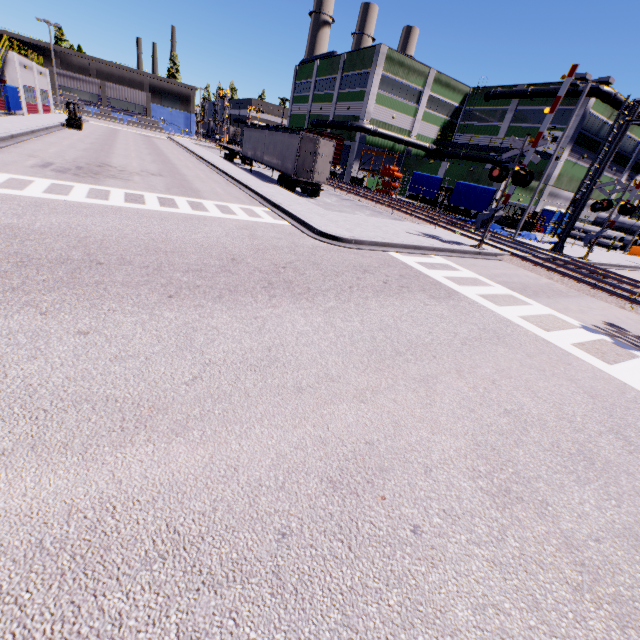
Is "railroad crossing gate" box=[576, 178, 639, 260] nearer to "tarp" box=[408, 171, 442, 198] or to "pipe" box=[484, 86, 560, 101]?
"pipe" box=[484, 86, 560, 101]

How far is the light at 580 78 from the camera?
18.9m

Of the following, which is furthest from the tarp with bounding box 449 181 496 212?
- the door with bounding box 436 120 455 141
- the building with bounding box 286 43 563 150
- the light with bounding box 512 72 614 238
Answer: the door with bounding box 436 120 455 141

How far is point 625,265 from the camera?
24.3 meters

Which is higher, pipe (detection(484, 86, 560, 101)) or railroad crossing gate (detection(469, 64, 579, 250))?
pipe (detection(484, 86, 560, 101))

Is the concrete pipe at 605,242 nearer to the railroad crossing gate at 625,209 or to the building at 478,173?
the building at 478,173

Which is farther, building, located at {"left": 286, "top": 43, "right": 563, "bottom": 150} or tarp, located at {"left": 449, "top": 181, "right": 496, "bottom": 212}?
building, located at {"left": 286, "top": 43, "right": 563, "bottom": 150}

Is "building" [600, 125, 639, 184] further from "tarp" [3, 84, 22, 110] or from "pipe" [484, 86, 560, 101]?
"tarp" [3, 84, 22, 110]
